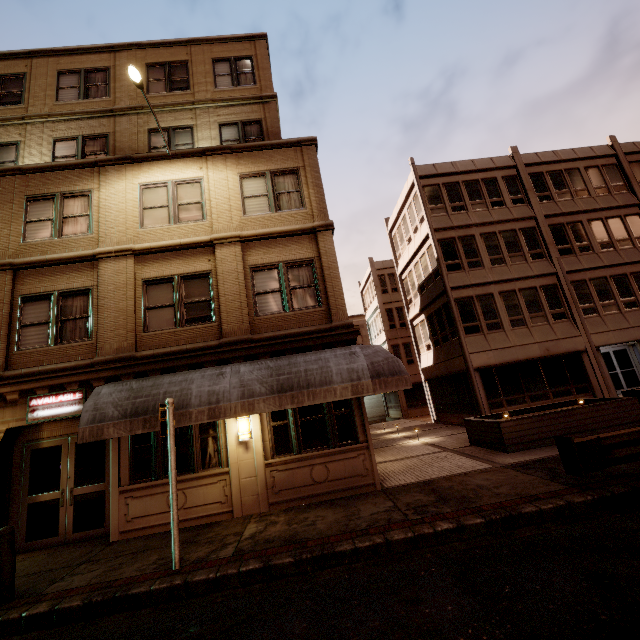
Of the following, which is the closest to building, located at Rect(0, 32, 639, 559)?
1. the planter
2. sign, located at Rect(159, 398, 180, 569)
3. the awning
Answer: the awning

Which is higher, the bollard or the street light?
the street light

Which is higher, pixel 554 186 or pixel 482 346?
pixel 554 186

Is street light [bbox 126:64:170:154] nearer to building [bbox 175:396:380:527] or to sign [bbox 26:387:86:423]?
building [bbox 175:396:380:527]

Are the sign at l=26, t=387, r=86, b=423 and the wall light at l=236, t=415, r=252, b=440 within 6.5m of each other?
yes

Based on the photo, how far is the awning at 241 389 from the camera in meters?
7.6

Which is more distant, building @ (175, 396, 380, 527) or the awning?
building @ (175, 396, 380, 527)

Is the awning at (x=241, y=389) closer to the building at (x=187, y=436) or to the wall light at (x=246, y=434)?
the building at (x=187, y=436)
